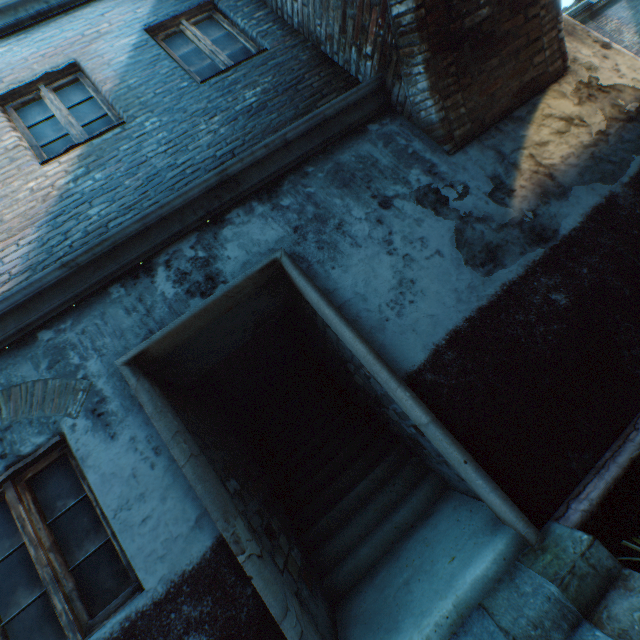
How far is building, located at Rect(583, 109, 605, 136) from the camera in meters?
3.6

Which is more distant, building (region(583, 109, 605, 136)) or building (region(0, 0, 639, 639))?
building (region(583, 109, 605, 136))

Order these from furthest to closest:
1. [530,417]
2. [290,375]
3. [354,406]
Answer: [290,375] < [354,406] < [530,417]

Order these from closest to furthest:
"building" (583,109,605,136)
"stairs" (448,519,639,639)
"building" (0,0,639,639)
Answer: "stairs" (448,519,639,639) < "building" (0,0,639,639) < "building" (583,109,605,136)

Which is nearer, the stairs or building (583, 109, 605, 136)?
the stairs

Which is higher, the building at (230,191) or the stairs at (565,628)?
the building at (230,191)

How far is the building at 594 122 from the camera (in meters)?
3.62
